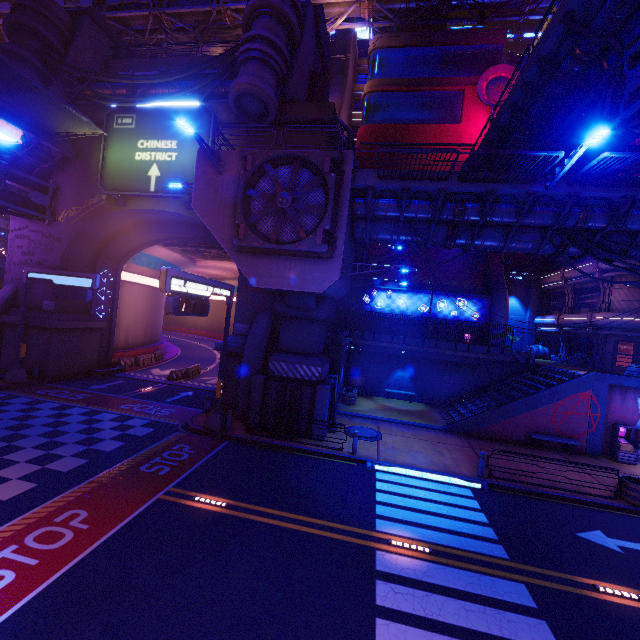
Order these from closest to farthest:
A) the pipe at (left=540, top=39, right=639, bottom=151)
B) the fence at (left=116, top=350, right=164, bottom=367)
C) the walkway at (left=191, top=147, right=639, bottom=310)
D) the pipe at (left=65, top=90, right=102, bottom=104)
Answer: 1. the pipe at (left=540, top=39, right=639, bottom=151)
2. the walkway at (left=191, top=147, right=639, bottom=310)
3. the pipe at (left=65, top=90, right=102, bottom=104)
4. the fence at (left=116, top=350, right=164, bottom=367)

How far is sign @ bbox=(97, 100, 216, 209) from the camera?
19.8m

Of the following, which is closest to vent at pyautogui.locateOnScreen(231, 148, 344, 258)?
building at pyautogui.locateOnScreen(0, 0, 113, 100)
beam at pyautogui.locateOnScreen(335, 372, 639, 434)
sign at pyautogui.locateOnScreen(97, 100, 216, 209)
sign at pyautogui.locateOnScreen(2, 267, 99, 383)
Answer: sign at pyautogui.locateOnScreen(97, 100, 216, 209)

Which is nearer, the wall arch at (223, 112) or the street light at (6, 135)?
the street light at (6, 135)

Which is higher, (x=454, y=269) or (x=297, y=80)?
(x=297, y=80)

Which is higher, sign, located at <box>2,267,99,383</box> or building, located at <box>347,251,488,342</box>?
building, located at <box>347,251,488,342</box>

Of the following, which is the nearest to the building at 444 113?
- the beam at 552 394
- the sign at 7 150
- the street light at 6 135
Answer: the beam at 552 394

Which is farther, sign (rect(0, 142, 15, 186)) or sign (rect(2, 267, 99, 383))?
sign (rect(2, 267, 99, 383))
